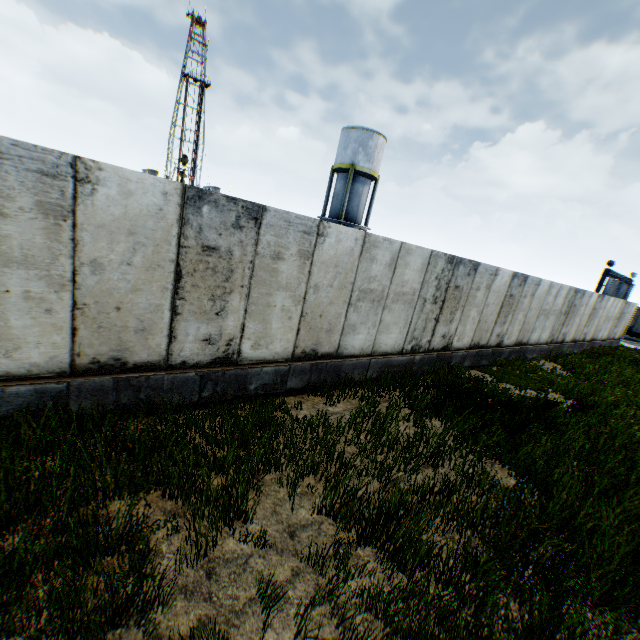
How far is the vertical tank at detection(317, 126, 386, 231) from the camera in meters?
26.8 m

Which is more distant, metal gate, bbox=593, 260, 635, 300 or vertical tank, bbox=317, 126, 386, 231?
metal gate, bbox=593, 260, 635, 300

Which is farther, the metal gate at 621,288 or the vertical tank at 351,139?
the metal gate at 621,288

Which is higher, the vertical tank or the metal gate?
the vertical tank

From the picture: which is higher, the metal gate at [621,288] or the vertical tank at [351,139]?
the vertical tank at [351,139]

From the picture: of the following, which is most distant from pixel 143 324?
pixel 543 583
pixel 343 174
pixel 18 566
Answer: pixel 343 174
